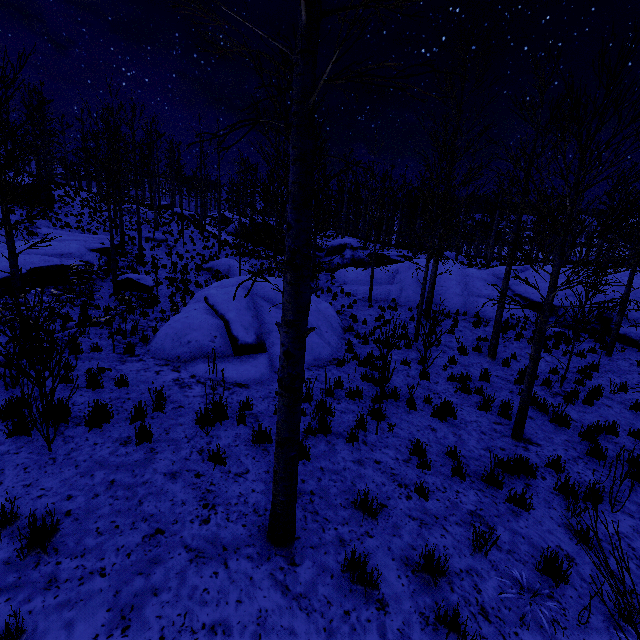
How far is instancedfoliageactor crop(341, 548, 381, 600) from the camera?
3.49m

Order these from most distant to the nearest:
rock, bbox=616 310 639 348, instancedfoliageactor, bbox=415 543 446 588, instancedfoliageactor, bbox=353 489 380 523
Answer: rock, bbox=616 310 639 348
instancedfoliageactor, bbox=353 489 380 523
instancedfoliageactor, bbox=415 543 446 588

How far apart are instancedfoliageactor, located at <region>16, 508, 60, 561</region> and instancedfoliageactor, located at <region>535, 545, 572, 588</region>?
5.7 meters

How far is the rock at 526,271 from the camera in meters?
18.0

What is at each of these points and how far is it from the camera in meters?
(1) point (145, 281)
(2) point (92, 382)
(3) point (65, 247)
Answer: (1) rock, 16.3 m
(2) instancedfoliageactor, 6.6 m
(3) rock, 16.6 m

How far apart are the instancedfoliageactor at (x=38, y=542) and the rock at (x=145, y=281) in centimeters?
1455cm
